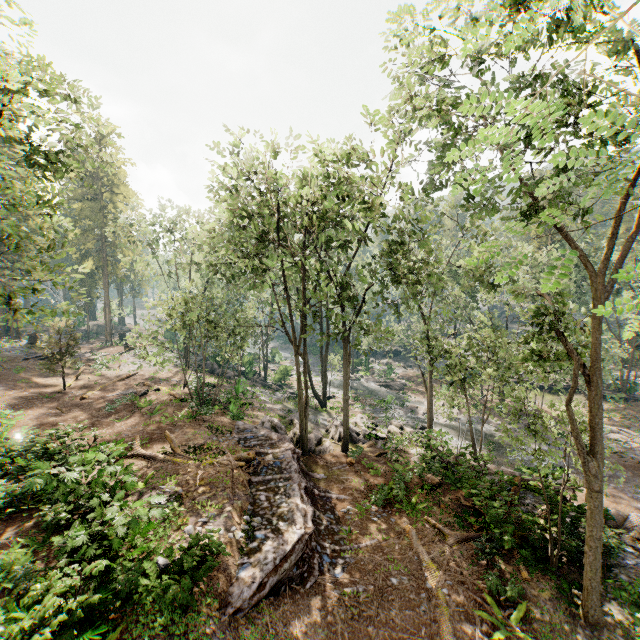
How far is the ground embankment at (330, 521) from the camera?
9.7m

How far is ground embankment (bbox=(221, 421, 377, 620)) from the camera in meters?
9.7 m

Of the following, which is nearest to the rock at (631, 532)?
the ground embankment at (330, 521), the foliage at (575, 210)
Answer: the foliage at (575, 210)

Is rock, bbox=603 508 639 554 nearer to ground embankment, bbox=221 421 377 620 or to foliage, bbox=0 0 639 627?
foliage, bbox=0 0 639 627

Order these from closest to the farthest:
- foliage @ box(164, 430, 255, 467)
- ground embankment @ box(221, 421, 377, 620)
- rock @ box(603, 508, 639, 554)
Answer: ground embankment @ box(221, 421, 377, 620), rock @ box(603, 508, 639, 554), foliage @ box(164, 430, 255, 467)

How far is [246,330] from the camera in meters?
23.8 m

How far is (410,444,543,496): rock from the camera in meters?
15.1 m

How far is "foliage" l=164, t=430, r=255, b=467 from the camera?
14.7 meters
